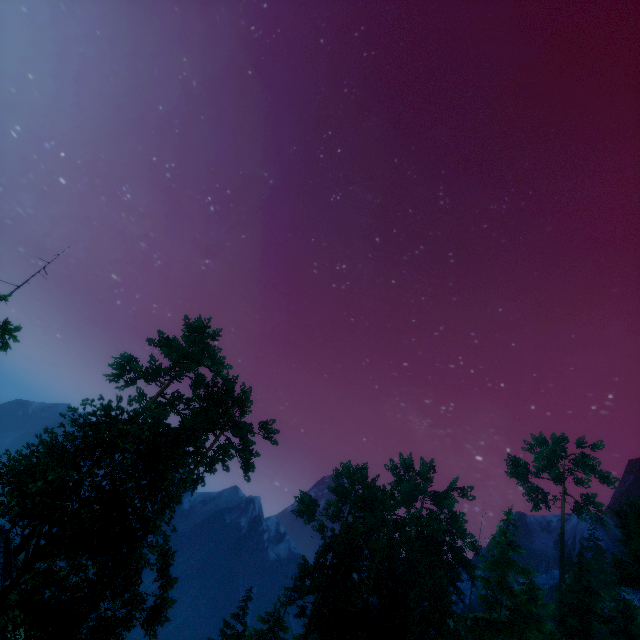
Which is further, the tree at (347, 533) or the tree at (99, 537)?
the tree at (347, 533)

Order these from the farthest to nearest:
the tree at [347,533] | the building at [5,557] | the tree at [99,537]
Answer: the tree at [347,533] < the building at [5,557] < the tree at [99,537]

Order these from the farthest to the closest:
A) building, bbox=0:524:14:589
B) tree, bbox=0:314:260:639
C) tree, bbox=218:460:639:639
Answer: tree, bbox=218:460:639:639 < building, bbox=0:524:14:589 < tree, bbox=0:314:260:639

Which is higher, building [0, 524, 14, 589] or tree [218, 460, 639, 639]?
tree [218, 460, 639, 639]

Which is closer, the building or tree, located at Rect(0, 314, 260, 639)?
tree, located at Rect(0, 314, 260, 639)

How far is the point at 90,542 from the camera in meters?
23.9 m
